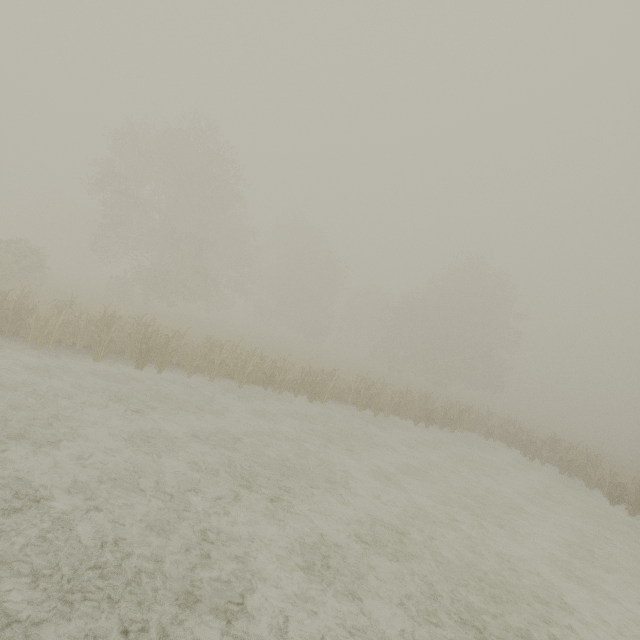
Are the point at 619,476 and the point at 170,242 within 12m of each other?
no
